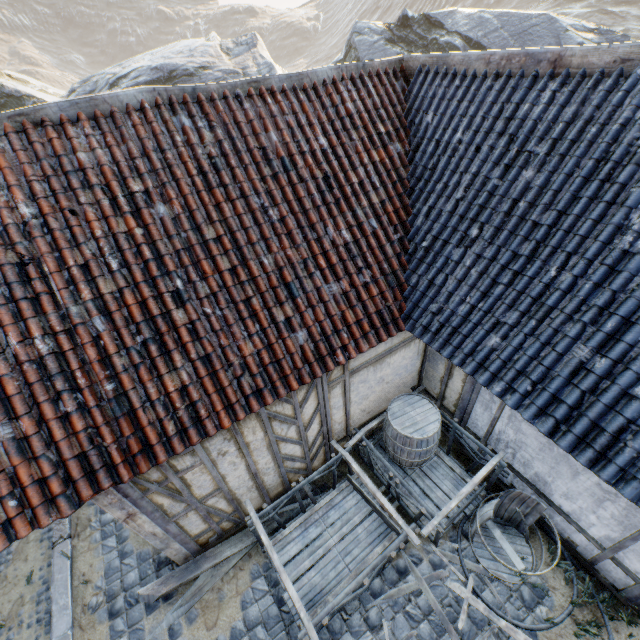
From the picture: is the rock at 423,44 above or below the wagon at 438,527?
above

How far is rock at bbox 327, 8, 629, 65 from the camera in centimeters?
1555cm

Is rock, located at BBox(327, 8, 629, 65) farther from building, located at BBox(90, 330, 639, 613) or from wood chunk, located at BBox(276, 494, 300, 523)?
wood chunk, located at BBox(276, 494, 300, 523)

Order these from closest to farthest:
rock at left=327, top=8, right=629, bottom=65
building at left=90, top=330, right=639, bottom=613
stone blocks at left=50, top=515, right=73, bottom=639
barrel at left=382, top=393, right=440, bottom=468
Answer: building at left=90, top=330, right=639, bottom=613
stone blocks at left=50, top=515, right=73, bottom=639
barrel at left=382, top=393, right=440, bottom=468
rock at left=327, top=8, right=629, bottom=65

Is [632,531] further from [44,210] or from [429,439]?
[44,210]

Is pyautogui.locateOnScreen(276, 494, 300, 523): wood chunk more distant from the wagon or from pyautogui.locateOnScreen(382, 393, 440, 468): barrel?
pyautogui.locateOnScreen(382, 393, 440, 468): barrel

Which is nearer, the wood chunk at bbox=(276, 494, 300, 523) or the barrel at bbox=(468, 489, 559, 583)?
the barrel at bbox=(468, 489, 559, 583)

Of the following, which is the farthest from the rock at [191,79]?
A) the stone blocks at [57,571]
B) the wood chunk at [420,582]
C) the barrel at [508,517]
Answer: the wood chunk at [420,582]
